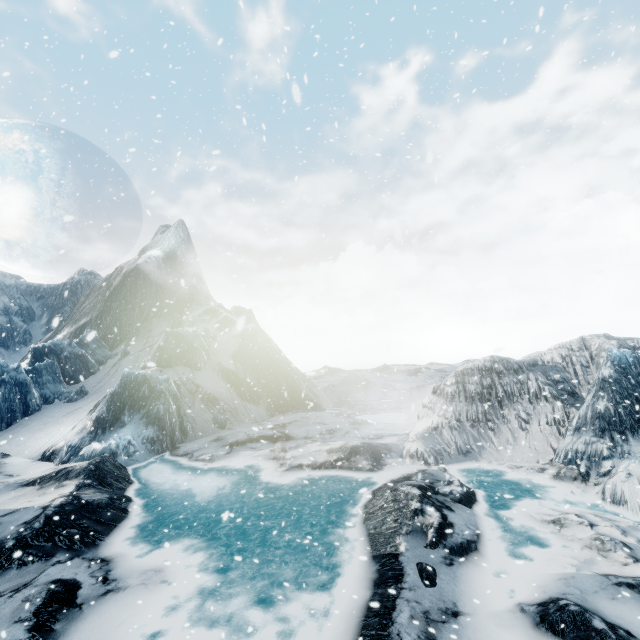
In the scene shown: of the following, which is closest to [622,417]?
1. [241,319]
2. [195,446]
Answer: [195,446]
